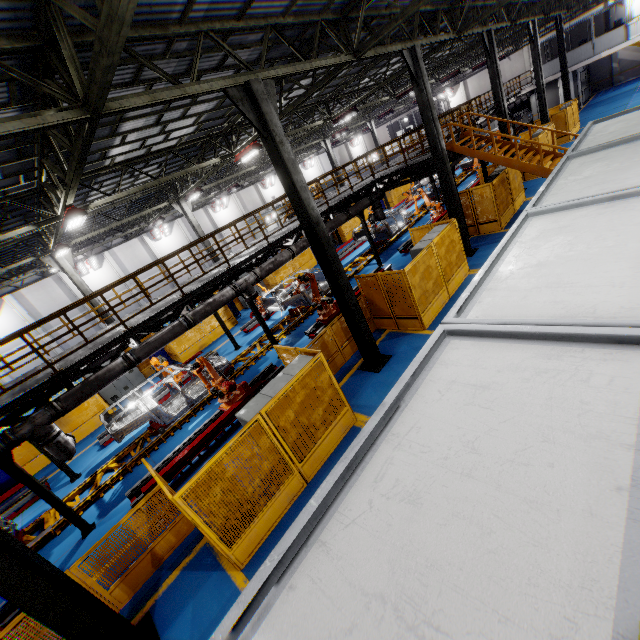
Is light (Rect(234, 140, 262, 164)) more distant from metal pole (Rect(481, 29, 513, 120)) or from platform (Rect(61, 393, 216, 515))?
metal pole (Rect(481, 29, 513, 120))

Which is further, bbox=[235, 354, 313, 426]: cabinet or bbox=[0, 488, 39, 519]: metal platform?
bbox=[0, 488, 39, 519]: metal platform

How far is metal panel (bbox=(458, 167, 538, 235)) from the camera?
14.5m

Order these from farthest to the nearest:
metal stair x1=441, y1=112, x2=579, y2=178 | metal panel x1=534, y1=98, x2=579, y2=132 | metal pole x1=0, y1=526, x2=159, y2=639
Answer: metal panel x1=534, y1=98, x2=579, y2=132
metal stair x1=441, y1=112, x2=579, y2=178
metal pole x1=0, y1=526, x2=159, y2=639

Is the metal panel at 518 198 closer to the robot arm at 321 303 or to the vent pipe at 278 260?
the robot arm at 321 303

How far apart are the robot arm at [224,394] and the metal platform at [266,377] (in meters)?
0.01

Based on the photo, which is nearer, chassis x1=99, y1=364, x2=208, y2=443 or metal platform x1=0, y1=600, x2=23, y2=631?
metal platform x1=0, y1=600, x2=23, y2=631

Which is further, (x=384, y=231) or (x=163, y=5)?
(x=384, y=231)
